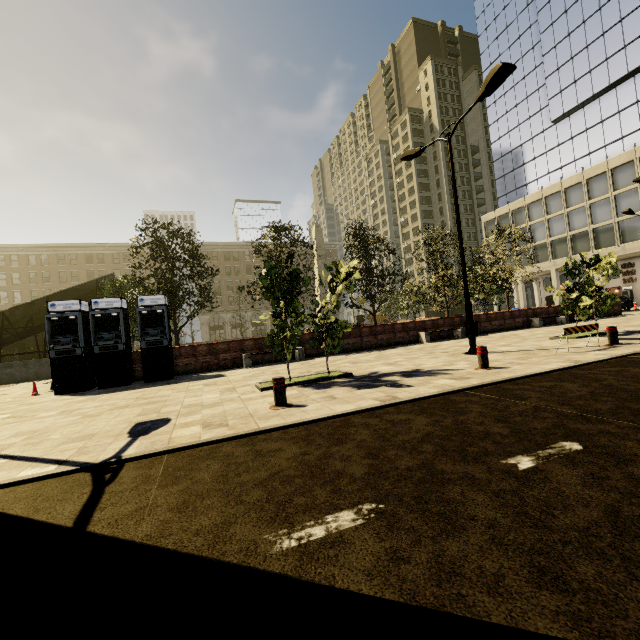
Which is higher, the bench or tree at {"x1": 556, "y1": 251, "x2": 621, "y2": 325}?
tree at {"x1": 556, "y1": 251, "x2": 621, "y2": 325}

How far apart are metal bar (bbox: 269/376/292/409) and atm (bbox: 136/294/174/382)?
7.87m

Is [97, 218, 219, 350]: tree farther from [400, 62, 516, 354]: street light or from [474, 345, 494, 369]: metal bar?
[400, 62, 516, 354]: street light

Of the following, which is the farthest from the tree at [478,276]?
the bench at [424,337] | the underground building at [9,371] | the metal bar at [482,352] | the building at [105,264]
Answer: the building at [105,264]

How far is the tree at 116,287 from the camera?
15.83m

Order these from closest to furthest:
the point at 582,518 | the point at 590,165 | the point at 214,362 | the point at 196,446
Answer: the point at 582,518, the point at 196,446, the point at 214,362, the point at 590,165

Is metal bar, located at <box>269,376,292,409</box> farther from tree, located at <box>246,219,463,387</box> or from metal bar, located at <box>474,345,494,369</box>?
metal bar, located at <box>474,345,494,369</box>

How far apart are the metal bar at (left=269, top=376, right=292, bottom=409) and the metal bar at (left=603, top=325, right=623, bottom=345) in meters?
9.5
